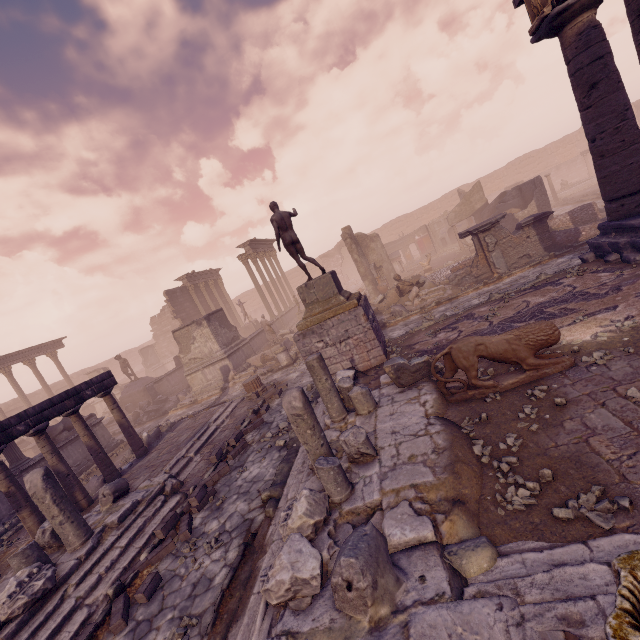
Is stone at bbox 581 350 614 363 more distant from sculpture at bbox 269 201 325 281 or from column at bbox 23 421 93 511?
column at bbox 23 421 93 511

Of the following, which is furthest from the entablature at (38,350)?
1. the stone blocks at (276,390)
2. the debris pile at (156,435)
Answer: the stone blocks at (276,390)

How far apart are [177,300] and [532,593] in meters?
27.2 m

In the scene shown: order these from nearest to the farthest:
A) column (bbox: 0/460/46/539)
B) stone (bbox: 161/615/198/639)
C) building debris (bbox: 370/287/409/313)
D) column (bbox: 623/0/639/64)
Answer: stone (bbox: 161/615/198/639)
column (bbox: 623/0/639/64)
column (bbox: 0/460/46/539)
building debris (bbox: 370/287/409/313)

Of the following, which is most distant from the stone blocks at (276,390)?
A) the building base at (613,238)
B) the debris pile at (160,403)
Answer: the building base at (613,238)

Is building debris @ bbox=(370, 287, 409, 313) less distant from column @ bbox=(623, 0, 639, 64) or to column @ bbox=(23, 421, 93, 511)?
column @ bbox=(623, 0, 639, 64)

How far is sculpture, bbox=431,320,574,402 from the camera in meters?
5.3

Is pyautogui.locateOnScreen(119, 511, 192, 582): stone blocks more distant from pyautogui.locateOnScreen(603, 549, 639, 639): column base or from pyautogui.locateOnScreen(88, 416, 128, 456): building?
pyautogui.locateOnScreen(88, 416, 128, 456): building
